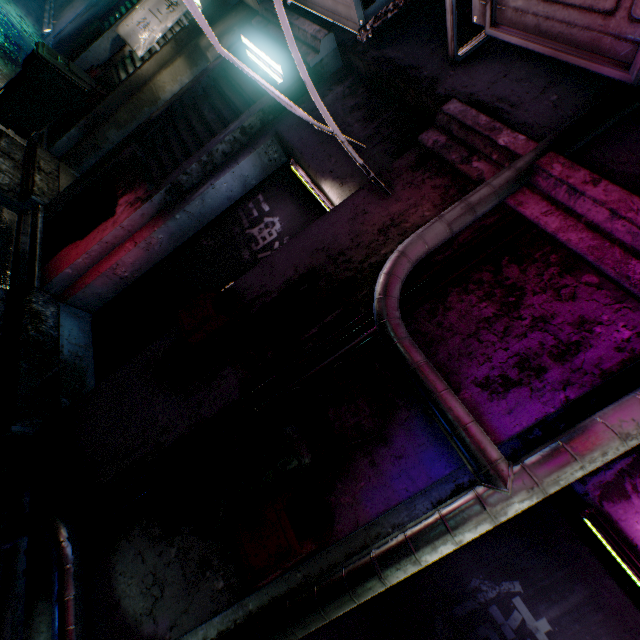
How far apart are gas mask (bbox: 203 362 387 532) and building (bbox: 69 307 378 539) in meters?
0.1

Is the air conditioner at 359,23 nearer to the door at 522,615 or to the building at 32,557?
the building at 32,557

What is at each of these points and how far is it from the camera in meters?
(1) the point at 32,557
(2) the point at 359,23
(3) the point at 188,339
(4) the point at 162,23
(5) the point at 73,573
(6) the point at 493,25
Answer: (1) building, 1.5 m
(2) air conditioner, 1.9 m
(3) mailbox, 1.5 m
(4) sign, 3.4 m
(5) pipe, 1.3 m
(6) air conditioner, 1.3 m

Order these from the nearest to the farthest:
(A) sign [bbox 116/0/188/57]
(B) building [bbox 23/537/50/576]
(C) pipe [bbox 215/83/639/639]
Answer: (C) pipe [bbox 215/83/639/639] < (B) building [bbox 23/537/50/576] < (A) sign [bbox 116/0/188/57]

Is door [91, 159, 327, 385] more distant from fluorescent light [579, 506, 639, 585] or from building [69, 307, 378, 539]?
fluorescent light [579, 506, 639, 585]

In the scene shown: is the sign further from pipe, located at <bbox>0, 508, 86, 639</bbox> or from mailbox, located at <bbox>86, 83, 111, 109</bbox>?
pipe, located at <bbox>0, 508, 86, 639</bbox>

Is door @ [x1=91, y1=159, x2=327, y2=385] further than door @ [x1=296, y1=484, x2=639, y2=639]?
Yes

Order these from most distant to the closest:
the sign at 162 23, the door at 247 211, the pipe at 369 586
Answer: the sign at 162 23, the door at 247 211, the pipe at 369 586
